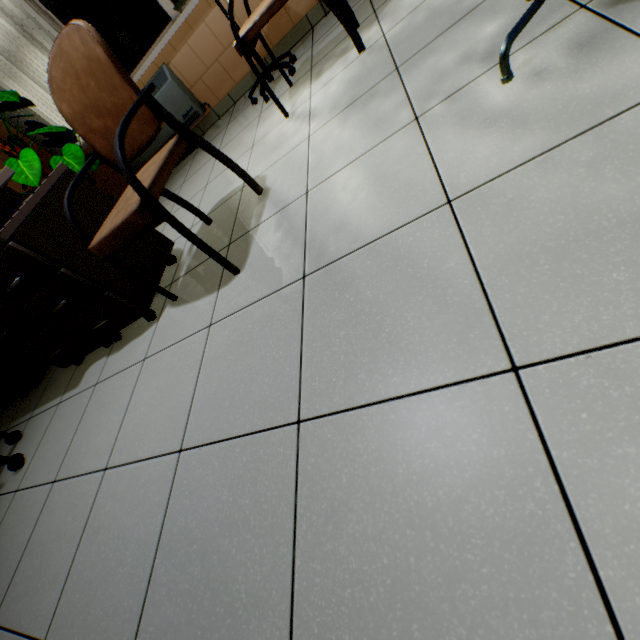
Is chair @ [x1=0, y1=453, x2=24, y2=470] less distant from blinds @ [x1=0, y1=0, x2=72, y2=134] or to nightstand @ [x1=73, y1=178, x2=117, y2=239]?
nightstand @ [x1=73, y1=178, x2=117, y2=239]

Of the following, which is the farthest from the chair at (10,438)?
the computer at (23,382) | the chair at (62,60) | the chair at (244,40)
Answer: the chair at (244,40)

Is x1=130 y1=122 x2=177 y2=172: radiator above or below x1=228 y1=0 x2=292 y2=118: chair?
below

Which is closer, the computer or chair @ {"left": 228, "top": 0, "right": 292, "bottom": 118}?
chair @ {"left": 228, "top": 0, "right": 292, "bottom": 118}

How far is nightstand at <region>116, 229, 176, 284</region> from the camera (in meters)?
1.71

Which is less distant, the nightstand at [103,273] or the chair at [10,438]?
the nightstand at [103,273]

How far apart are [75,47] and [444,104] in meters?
1.4

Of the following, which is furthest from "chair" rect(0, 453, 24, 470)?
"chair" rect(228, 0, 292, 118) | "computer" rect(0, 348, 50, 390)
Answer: "chair" rect(228, 0, 292, 118)
